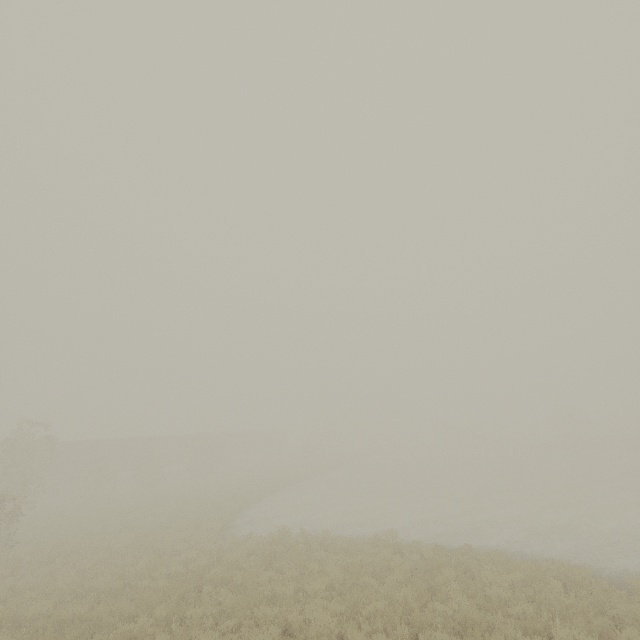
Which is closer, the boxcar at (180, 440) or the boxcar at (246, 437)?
the boxcar at (180, 440)

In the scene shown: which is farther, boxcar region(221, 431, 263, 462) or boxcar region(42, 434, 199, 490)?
boxcar region(221, 431, 263, 462)

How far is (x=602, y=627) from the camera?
7.4 meters

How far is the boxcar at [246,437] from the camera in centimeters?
5225cm

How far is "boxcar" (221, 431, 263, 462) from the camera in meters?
52.2 m
